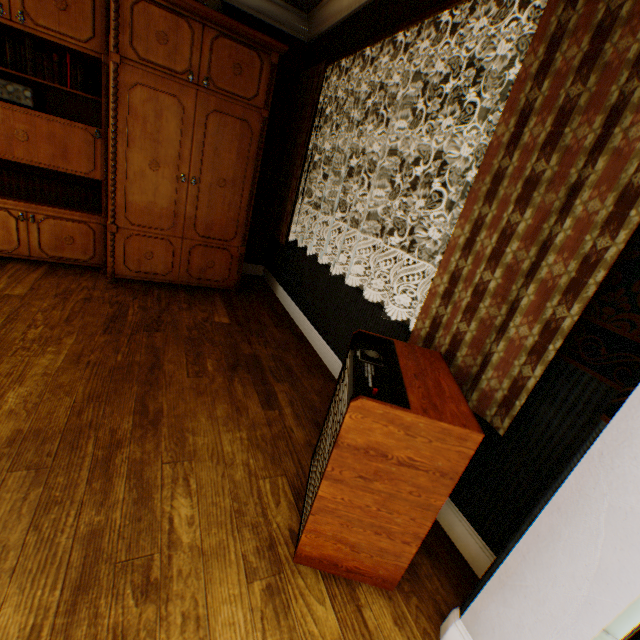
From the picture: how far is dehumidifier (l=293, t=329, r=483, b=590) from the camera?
1.08m

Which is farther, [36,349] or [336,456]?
[36,349]

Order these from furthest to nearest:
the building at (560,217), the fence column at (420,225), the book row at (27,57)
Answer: the fence column at (420,225)
the book row at (27,57)
the building at (560,217)

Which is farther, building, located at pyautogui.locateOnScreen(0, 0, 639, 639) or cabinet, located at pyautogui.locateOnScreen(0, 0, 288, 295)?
cabinet, located at pyautogui.locateOnScreen(0, 0, 288, 295)

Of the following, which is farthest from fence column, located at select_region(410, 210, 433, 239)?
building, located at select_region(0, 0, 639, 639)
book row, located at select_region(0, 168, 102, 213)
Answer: book row, located at select_region(0, 168, 102, 213)

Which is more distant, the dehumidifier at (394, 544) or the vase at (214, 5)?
the vase at (214, 5)

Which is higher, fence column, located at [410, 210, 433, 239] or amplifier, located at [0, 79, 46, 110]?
amplifier, located at [0, 79, 46, 110]

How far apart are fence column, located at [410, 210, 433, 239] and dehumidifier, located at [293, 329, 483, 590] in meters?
25.1 m
